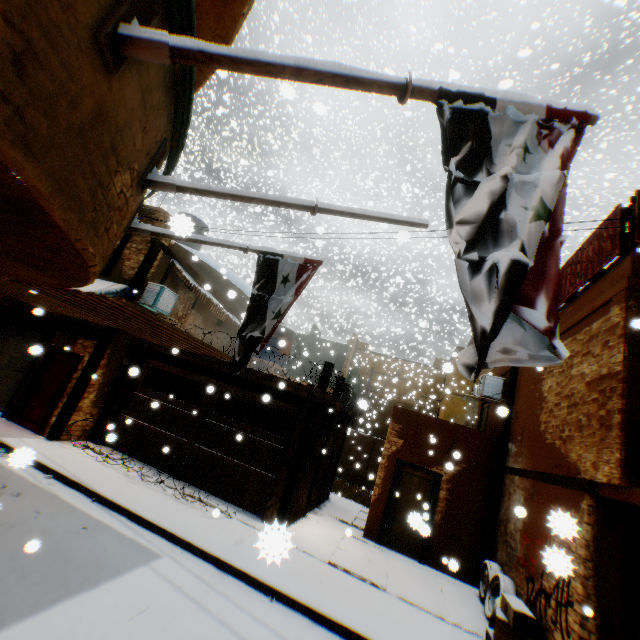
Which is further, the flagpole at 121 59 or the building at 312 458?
the building at 312 458

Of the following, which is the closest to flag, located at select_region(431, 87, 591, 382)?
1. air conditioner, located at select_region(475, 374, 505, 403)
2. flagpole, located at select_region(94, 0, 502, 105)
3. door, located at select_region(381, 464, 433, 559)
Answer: flagpole, located at select_region(94, 0, 502, 105)

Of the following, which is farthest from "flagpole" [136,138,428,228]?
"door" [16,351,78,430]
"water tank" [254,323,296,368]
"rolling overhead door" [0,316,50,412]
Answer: "rolling overhead door" [0,316,50,412]

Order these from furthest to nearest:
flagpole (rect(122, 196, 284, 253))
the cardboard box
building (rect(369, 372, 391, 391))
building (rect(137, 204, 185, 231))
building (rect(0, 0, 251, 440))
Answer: building (rect(369, 372, 391, 391)) < the cardboard box < flagpole (rect(122, 196, 284, 253)) < building (rect(137, 204, 185, 231)) < building (rect(0, 0, 251, 440))

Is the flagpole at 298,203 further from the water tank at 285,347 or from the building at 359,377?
the water tank at 285,347

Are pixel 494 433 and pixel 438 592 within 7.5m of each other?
yes

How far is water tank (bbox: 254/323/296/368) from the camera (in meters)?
14.30

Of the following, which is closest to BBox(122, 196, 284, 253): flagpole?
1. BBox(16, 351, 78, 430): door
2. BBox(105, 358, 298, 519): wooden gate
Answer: BBox(105, 358, 298, 519): wooden gate
